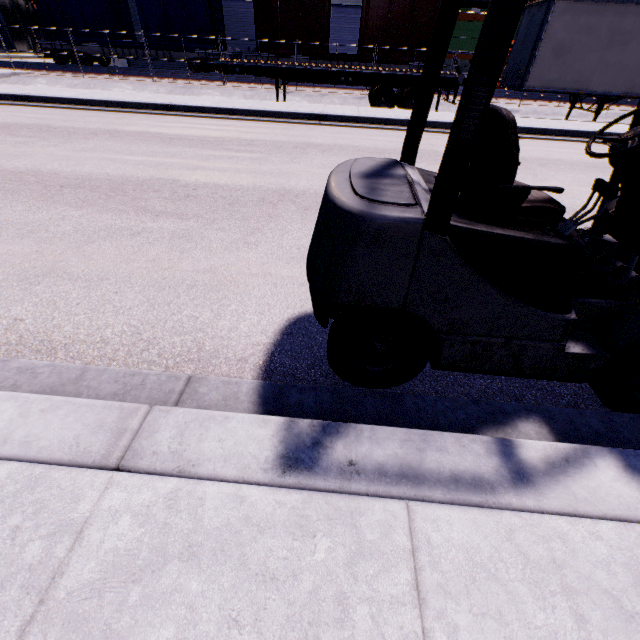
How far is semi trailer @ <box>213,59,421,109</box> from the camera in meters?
12.9

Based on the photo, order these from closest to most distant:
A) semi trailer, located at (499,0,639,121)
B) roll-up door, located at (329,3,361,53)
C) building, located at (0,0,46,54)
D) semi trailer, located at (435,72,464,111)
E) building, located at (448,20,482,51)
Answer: semi trailer, located at (499,0,639,121) < semi trailer, located at (435,72,464,111) < roll-up door, located at (329,3,361,53) < building, located at (448,20,482,51) < building, located at (0,0,46,54)

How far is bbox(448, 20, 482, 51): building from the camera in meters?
28.7

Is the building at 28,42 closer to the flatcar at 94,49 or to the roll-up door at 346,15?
the roll-up door at 346,15

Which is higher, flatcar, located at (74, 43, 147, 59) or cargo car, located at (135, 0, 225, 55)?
cargo car, located at (135, 0, 225, 55)

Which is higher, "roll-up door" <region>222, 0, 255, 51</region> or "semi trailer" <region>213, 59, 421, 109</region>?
"roll-up door" <region>222, 0, 255, 51</region>

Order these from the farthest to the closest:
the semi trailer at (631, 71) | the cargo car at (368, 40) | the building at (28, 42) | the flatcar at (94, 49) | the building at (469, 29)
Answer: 1. the building at (28, 42)
2. the building at (469, 29)
3. the flatcar at (94, 49)
4. the cargo car at (368, 40)
5. the semi trailer at (631, 71)

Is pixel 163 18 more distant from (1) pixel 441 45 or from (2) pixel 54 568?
(2) pixel 54 568
